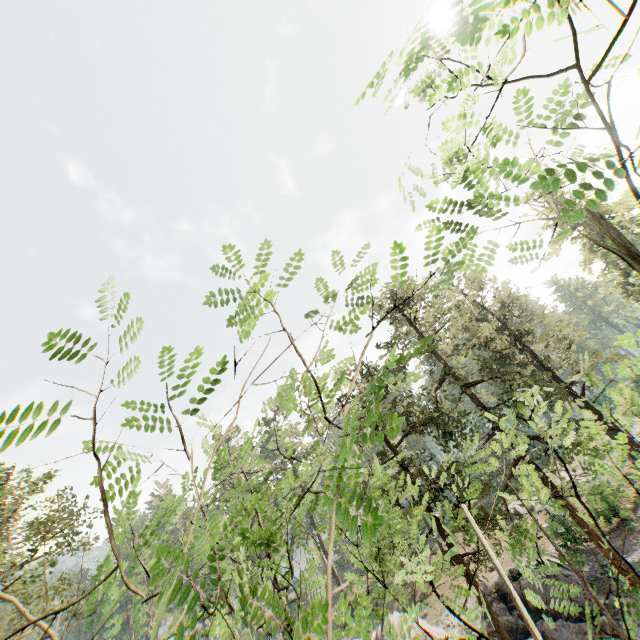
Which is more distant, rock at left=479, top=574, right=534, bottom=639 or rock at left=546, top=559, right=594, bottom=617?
rock at left=479, top=574, right=534, bottom=639

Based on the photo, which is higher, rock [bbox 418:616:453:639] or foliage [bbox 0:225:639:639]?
foliage [bbox 0:225:639:639]

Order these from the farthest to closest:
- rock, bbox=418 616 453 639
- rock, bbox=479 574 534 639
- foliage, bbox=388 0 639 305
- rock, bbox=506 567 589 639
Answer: rock, bbox=418 616 453 639 → rock, bbox=479 574 534 639 → rock, bbox=506 567 589 639 → foliage, bbox=388 0 639 305

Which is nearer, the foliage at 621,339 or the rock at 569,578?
the foliage at 621,339

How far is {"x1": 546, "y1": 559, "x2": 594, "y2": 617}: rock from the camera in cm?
1949

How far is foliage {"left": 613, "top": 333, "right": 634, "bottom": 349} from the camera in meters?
2.9 m

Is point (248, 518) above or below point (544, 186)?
above
